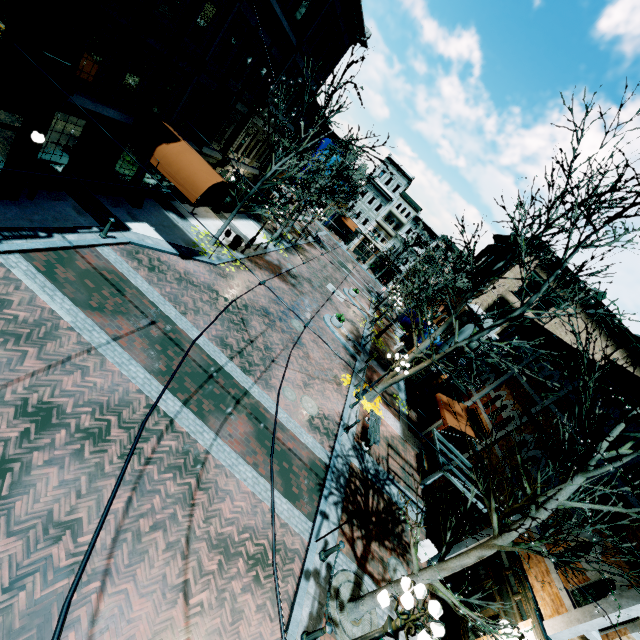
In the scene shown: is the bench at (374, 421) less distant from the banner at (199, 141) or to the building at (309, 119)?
the building at (309, 119)

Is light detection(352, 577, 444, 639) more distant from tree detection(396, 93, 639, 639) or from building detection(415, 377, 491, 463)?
building detection(415, 377, 491, 463)

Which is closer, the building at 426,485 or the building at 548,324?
the building at 426,485

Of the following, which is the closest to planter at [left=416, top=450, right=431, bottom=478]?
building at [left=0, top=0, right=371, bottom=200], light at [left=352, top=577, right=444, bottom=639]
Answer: building at [left=0, top=0, right=371, bottom=200]

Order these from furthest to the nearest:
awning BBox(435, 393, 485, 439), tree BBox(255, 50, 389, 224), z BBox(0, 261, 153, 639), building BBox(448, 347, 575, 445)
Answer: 1. awning BBox(435, 393, 485, 439)
2. tree BBox(255, 50, 389, 224)
3. building BBox(448, 347, 575, 445)
4. z BBox(0, 261, 153, 639)

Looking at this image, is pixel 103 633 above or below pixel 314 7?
below

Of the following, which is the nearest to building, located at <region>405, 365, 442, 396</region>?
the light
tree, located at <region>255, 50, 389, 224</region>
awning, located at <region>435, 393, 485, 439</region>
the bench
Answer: awning, located at <region>435, 393, 485, 439</region>

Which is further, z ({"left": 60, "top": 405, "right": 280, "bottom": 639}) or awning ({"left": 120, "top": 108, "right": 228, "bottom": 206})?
awning ({"left": 120, "top": 108, "right": 228, "bottom": 206})
